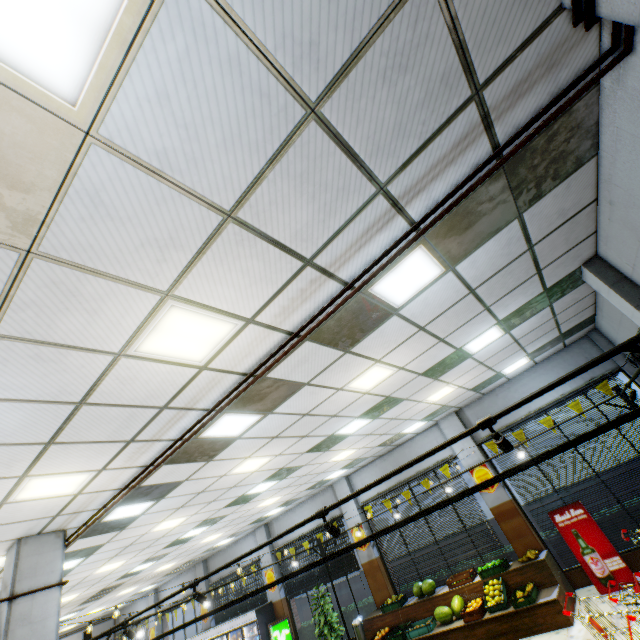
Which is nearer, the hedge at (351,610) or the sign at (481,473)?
the sign at (481,473)

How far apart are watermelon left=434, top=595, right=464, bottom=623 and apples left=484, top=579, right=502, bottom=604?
0.7m

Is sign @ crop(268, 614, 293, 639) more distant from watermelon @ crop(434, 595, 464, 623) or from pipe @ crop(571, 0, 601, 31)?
pipe @ crop(571, 0, 601, 31)

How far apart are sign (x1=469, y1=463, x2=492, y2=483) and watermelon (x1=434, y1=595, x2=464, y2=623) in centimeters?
268cm

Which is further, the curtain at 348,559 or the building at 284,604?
the building at 284,604

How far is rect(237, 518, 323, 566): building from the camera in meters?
13.3 m

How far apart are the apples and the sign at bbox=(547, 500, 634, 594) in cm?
196

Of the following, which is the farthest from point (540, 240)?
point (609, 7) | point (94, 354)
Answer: point (94, 354)
